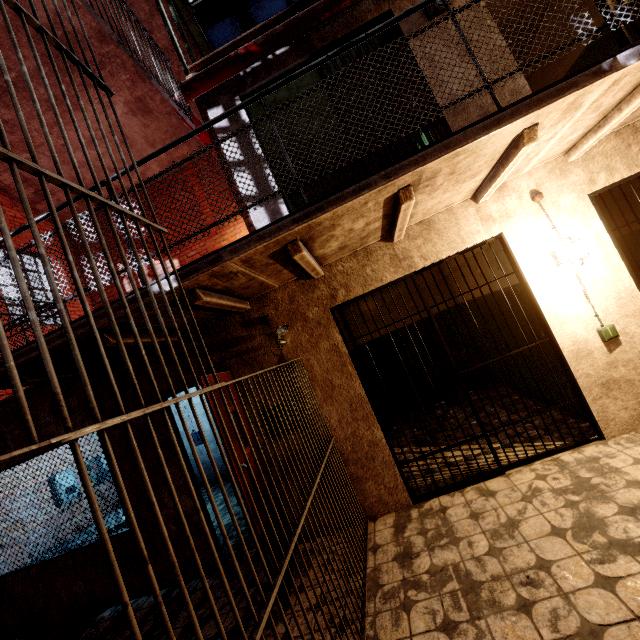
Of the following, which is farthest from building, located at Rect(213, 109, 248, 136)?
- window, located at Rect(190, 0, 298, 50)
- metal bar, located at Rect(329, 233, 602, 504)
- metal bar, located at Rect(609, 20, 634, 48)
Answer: window, located at Rect(190, 0, 298, 50)

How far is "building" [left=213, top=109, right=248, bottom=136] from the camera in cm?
408

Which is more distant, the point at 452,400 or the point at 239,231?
the point at 239,231

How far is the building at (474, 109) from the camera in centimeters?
360cm

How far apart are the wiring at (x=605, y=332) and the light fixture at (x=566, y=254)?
0.48m

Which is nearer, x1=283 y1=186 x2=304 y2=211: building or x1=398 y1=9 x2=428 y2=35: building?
x1=398 y1=9 x2=428 y2=35: building

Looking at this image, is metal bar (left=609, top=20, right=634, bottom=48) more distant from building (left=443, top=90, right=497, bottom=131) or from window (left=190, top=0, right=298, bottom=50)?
window (left=190, top=0, right=298, bottom=50)

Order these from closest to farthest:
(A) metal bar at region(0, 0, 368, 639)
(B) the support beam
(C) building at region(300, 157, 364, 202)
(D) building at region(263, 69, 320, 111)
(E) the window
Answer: (A) metal bar at region(0, 0, 368, 639) < (B) the support beam < (D) building at region(263, 69, 320, 111) < (E) the window < (C) building at region(300, 157, 364, 202)
